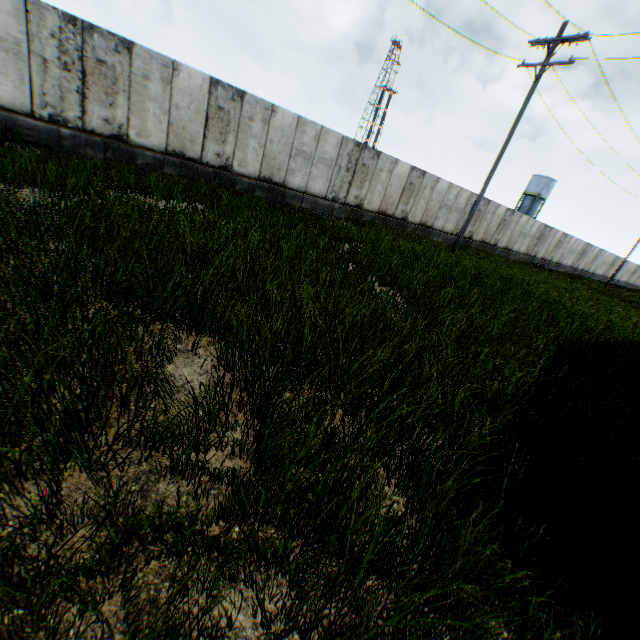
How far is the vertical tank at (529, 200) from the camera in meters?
56.4

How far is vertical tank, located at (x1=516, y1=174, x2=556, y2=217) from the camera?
56.39m

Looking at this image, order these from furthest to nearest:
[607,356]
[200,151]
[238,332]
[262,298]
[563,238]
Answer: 1. [563,238]
2. [200,151]
3. [607,356]
4. [262,298]
5. [238,332]
